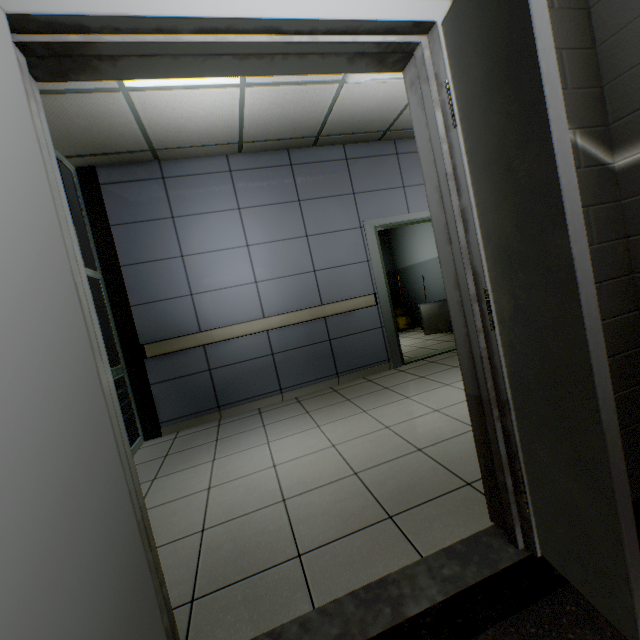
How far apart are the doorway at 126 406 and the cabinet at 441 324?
5.00m

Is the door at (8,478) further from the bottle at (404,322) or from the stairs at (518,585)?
the bottle at (404,322)

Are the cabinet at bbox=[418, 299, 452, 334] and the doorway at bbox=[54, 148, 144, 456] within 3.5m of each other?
no

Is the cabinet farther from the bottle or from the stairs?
the stairs

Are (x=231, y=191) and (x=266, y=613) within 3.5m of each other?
no

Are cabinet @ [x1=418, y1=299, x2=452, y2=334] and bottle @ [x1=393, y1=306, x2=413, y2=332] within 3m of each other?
yes

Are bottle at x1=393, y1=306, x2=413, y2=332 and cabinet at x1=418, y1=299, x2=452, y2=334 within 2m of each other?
yes

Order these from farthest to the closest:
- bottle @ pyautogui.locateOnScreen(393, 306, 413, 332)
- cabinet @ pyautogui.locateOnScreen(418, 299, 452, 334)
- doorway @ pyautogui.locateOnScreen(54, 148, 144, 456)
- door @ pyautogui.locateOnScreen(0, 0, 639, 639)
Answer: bottle @ pyautogui.locateOnScreen(393, 306, 413, 332) < cabinet @ pyautogui.locateOnScreen(418, 299, 452, 334) < doorway @ pyautogui.locateOnScreen(54, 148, 144, 456) < door @ pyautogui.locateOnScreen(0, 0, 639, 639)
